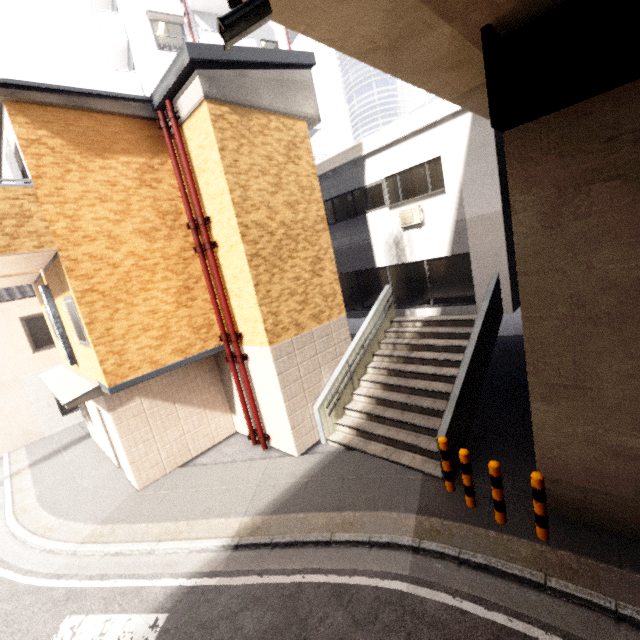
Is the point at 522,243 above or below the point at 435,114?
below

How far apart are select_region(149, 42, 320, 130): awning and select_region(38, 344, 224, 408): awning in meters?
5.4 m

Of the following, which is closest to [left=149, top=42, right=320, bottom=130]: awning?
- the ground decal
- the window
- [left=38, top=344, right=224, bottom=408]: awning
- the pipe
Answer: the pipe

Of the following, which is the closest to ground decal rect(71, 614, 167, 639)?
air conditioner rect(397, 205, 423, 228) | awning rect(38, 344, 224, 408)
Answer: awning rect(38, 344, 224, 408)

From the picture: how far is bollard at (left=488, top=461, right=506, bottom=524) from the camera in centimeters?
508cm

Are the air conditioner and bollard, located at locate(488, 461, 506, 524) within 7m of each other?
no

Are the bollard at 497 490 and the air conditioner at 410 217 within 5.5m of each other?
no

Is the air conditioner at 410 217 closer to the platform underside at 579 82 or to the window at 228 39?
the platform underside at 579 82
